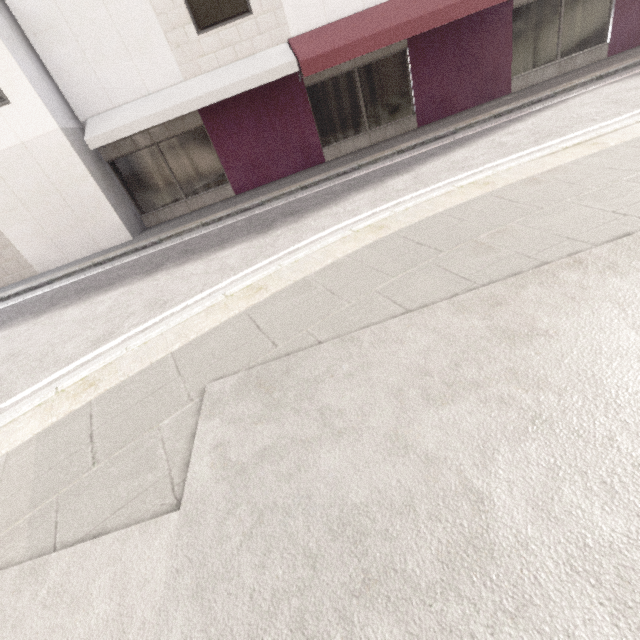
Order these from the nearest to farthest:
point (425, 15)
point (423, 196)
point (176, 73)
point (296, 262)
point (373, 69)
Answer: point (296, 262) → point (423, 196) → point (425, 15) → point (176, 73) → point (373, 69)
